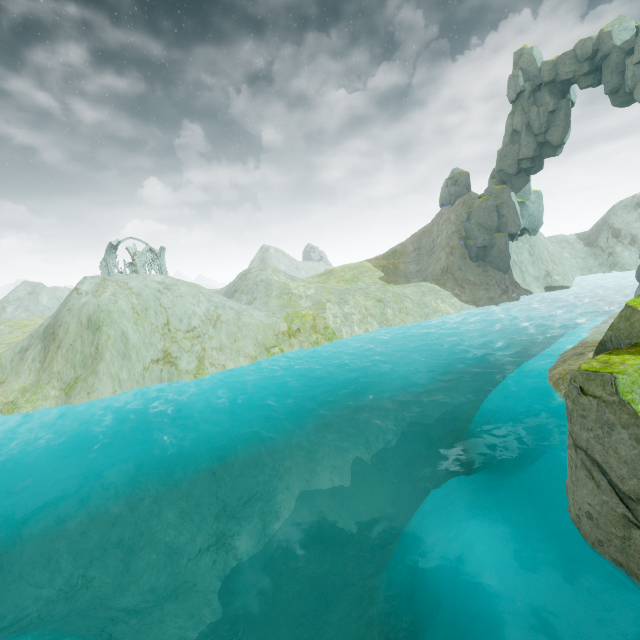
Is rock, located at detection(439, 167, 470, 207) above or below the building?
above

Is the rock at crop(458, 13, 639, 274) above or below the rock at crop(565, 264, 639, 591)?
above

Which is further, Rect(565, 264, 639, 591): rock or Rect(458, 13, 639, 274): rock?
Rect(458, 13, 639, 274): rock

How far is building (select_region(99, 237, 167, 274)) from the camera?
49.7 meters

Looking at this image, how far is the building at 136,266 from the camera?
49.7 meters

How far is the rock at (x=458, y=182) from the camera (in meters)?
48.25

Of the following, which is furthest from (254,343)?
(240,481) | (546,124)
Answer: (546,124)
